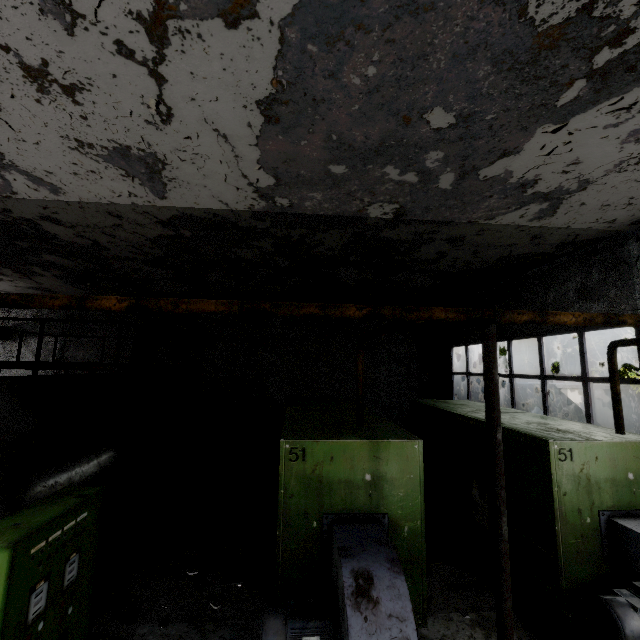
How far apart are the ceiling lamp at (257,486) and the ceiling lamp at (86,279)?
7.8 meters

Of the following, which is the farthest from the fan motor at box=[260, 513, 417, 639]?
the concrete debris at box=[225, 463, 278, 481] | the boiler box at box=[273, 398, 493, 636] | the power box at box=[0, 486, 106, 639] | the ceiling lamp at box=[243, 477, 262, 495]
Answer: the concrete debris at box=[225, 463, 278, 481]

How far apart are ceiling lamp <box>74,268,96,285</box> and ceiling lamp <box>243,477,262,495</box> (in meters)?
7.83

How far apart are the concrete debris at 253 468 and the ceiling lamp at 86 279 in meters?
7.7

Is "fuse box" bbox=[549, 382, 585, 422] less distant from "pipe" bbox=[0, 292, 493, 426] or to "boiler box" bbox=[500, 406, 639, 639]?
"pipe" bbox=[0, 292, 493, 426]

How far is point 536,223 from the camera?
6.3 meters

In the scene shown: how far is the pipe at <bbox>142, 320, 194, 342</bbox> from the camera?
10.4m

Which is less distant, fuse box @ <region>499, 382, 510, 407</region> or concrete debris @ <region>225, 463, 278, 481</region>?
concrete debris @ <region>225, 463, 278, 481</region>
